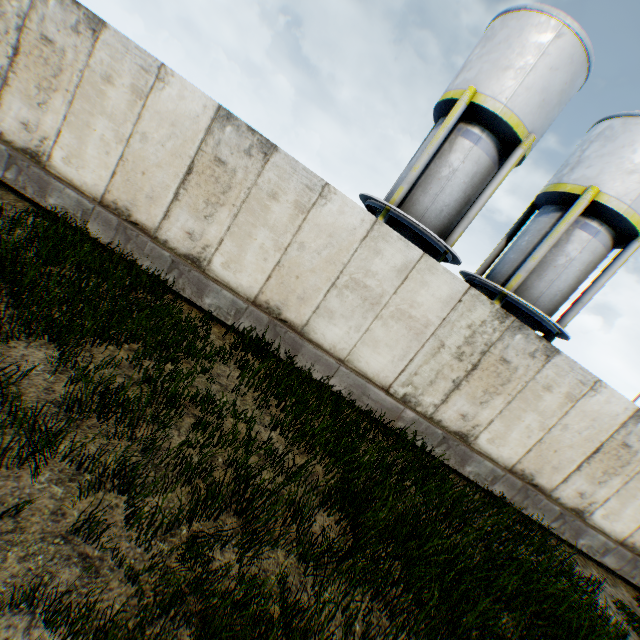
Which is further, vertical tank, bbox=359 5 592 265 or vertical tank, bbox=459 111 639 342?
vertical tank, bbox=459 111 639 342

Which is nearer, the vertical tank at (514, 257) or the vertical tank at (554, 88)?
the vertical tank at (554, 88)

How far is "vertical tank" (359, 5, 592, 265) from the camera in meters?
10.5

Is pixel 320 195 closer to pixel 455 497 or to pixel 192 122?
pixel 192 122

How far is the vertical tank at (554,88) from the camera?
10.5 meters
